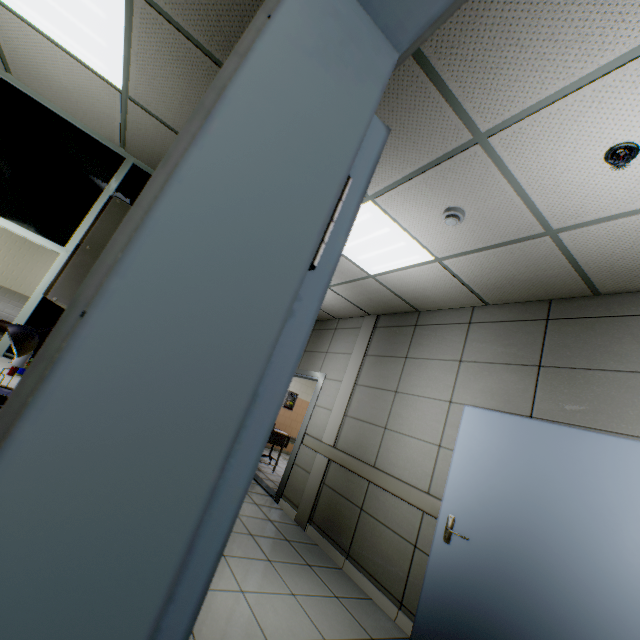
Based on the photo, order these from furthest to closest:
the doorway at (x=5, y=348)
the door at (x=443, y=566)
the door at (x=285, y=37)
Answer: the doorway at (x=5, y=348)
the door at (x=443, y=566)
the door at (x=285, y=37)

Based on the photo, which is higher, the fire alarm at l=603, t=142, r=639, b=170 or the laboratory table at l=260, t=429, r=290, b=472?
the fire alarm at l=603, t=142, r=639, b=170

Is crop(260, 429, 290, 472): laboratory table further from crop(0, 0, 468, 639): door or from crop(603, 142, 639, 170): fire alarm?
crop(603, 142, 639, 170): fire alarm

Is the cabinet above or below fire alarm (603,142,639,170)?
below

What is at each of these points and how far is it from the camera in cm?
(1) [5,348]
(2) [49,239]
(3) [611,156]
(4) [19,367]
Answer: (1) doorway, 290
(2) doorway, 312
(3) fire alarm, 177
(4) medicine, 219

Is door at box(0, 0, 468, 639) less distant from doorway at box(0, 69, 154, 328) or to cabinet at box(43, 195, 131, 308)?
cabinet at box(43, 195, 131, 308)

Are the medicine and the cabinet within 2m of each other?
yes

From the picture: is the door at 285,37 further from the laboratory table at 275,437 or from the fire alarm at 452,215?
the laboratory table at 275,437
